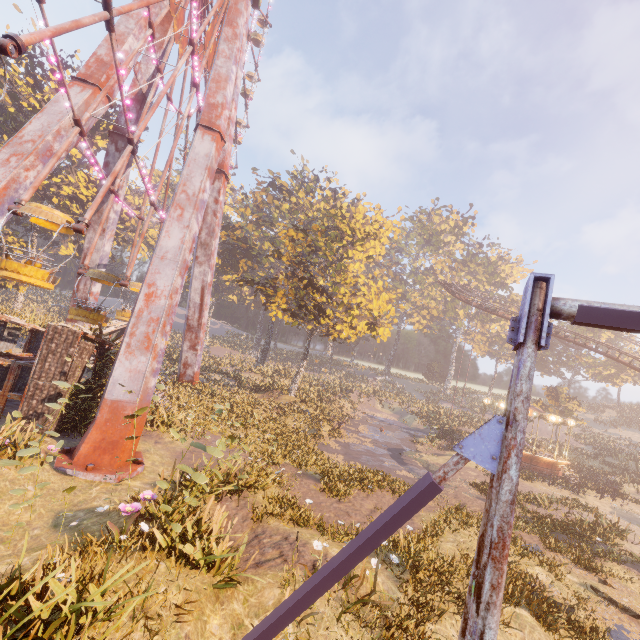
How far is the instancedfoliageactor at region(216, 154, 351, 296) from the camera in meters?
40.0 m

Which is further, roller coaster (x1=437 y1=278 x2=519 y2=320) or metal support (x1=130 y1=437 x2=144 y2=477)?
roller coaster (x1=437 y1=278 x2=519 y2=320)

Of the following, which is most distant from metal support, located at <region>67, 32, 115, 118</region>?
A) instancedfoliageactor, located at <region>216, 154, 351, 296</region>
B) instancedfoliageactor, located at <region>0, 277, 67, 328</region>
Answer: instancedfoliageactor, located at <region>0, 277, 67, 328</region>

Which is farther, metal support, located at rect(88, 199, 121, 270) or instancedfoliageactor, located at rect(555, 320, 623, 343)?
instancedfoliageactor, located at rect(555, 320, 623, 343)

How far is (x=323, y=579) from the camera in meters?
2.1 m

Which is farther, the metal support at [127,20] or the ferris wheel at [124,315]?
the ferris wheel at [124,315]

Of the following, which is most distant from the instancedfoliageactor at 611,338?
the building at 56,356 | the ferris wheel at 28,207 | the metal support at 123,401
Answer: the building at 56,356

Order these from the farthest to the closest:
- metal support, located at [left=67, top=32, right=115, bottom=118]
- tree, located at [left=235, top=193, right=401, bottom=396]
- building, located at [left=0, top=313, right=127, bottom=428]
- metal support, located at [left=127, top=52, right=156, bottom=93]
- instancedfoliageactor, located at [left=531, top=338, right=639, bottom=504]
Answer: instancedfoliageactor, located at [left=531, top=338, right=639, bottom=504], tree, located at [left=235, top=193, right=401, bottom=396], metal support, located at [left=127, top=52, right=156, bottom=93], metal support, located at [left=67, top=32, right=115, bottom=118], building, located at [left=0, top=313, right=127, bottom=428]
